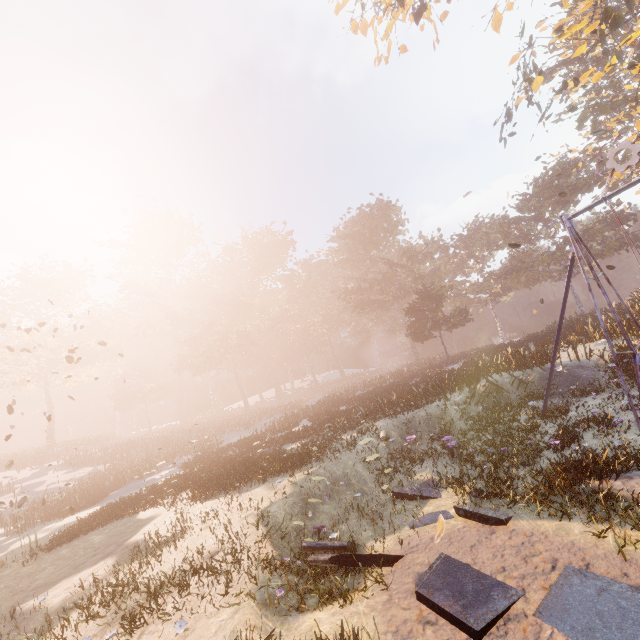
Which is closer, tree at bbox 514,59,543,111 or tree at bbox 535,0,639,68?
tree at bbox 535,0,639,68

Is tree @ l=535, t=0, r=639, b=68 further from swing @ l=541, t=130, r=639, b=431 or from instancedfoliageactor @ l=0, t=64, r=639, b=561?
instancedfoliageactor @ l=0, t=64, r=639, b=561

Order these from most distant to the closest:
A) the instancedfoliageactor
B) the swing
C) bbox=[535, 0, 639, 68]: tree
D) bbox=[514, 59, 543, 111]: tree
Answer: bbox=[514, 59, 543, 111]: tree < bbox=[535, 0, 639, 68]: tree < the instancedfoliageactor < the swing

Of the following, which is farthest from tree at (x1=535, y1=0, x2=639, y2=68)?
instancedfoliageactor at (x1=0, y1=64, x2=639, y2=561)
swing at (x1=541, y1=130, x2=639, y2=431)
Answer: instancedfoliageactor at (x1=0, y1=64, x2=639, y2=561)

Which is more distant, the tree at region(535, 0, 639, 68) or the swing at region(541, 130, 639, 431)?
the tree at region(535, 0, 639, 68)

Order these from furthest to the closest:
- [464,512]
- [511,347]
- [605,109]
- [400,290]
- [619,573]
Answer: [400,290]
[605,109]
[511,347]
[464,512]
[619,573]

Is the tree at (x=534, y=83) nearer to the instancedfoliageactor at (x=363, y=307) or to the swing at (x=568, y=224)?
the swing at (x=568, y=224)

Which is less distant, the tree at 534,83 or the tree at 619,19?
the tree at 619,19
